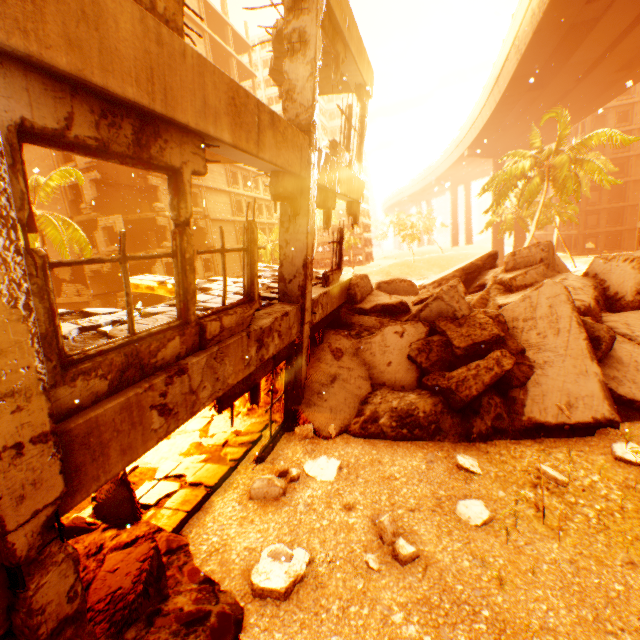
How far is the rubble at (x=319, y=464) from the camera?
5.54m

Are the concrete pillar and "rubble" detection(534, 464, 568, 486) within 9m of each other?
no

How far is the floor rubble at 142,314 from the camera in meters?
4.9

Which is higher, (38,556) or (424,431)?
(38,556)

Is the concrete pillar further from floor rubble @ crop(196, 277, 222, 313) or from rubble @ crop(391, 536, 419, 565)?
rubble @ crop(391, 536, 419, 565)

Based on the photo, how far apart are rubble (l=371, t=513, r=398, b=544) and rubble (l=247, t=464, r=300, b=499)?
1.4m

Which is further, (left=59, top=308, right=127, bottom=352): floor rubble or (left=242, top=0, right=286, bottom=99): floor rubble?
(left=242, top=0, right=286, bottom=99): floor rubble

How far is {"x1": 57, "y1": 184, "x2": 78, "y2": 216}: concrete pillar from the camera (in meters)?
24.28
